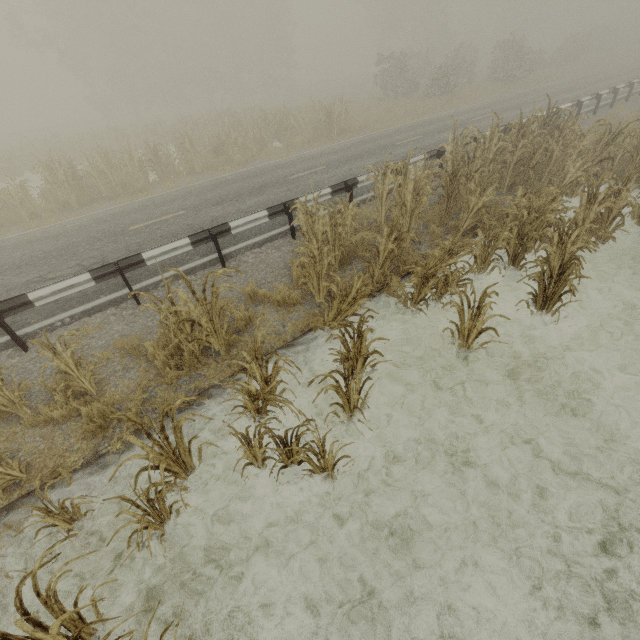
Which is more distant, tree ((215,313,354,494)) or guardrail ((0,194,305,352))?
guardrail ((0,194,305,352))

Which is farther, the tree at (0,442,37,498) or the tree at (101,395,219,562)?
the tree at (0,442,37,498)

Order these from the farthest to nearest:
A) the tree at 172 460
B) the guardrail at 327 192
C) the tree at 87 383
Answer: the guardrail at 327 192 → the tree at 87 383 → the tree at 172 460

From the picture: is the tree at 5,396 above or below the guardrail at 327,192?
below

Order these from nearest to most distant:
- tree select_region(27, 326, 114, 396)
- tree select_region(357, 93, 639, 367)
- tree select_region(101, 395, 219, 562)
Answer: tree select_region(101, 395, 219, 562) → tree select_region(27, 326, 114, 396) → tree select_region(357, 93, 639, 367)

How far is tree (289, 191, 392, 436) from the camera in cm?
416

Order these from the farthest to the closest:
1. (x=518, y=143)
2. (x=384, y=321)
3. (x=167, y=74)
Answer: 1. (x=167, y=74)
2. (x=518, y=143)
3. (x=384, y=321)
